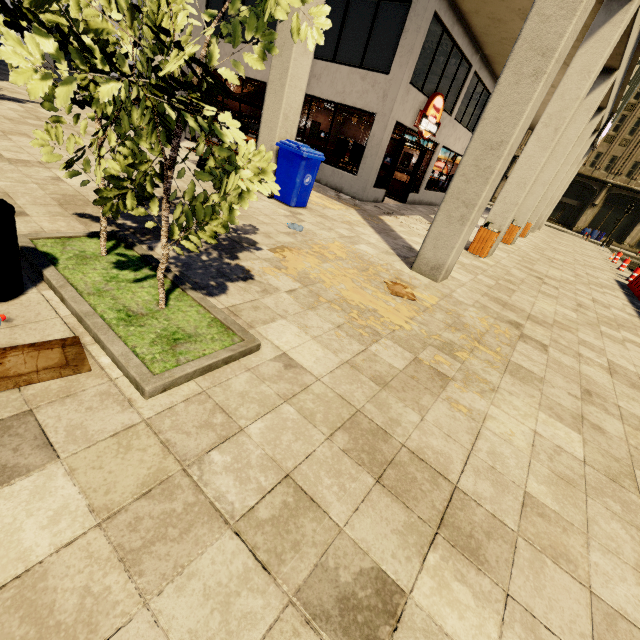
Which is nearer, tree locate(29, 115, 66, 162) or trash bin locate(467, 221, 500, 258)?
tree locate(29, 115, 66, 162)

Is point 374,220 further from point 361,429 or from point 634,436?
point 361,429

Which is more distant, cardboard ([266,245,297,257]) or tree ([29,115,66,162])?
cardboard ([266,245,297,257])

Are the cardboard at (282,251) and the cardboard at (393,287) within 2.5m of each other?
yes

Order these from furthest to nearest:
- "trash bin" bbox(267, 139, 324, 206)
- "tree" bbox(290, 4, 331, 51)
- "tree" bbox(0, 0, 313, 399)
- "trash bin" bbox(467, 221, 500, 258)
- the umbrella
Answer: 1. the umbrella
2. "trash bin" bbox(467, 221, 500, 258)
3. "trash bin" bbox(267, 139, 324, 206)
4. "tree" bbox(290, 4, 331, 51)
5. "tree" bbox(0, 0, 313, 399)

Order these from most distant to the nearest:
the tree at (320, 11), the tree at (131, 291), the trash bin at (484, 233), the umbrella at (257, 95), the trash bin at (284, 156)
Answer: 1. the umbrella at (257, 95)
2. the trash bin at (484, 233)
3. the trash bin at (284, 156)
4. the tree at (320, 11)
5. the tree at (131, 291)

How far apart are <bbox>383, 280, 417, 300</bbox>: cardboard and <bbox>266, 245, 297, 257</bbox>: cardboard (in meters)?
1.47

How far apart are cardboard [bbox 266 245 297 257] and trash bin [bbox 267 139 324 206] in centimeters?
278cm
